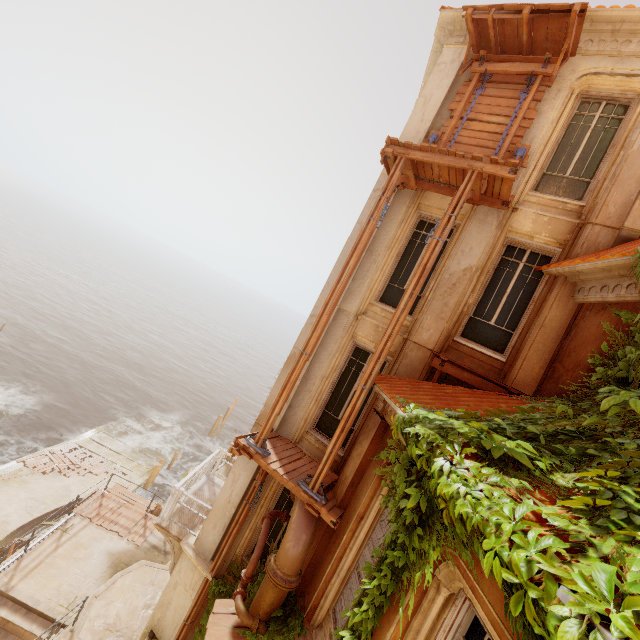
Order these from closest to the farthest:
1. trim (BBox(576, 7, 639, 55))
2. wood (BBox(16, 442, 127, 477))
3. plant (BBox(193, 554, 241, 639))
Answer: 1. trim (BBox(576, 7, 639, 55))
2. plant (BBox(193, 554, 241, 639))
3. wood (BBox(16, 442, 127, 477))

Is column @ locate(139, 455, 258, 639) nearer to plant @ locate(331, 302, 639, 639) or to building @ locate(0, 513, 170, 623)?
plant @ locate(331, 302, 639, 639)

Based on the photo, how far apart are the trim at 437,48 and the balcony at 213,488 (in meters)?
15.39

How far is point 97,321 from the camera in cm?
5903

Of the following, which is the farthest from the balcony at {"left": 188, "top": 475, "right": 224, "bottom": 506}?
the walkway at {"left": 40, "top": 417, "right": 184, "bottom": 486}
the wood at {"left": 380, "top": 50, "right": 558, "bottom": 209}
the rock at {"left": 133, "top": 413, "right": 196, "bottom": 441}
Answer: the rock at {"left": 133, "top": 413, "right": 196, "bottom": 441}

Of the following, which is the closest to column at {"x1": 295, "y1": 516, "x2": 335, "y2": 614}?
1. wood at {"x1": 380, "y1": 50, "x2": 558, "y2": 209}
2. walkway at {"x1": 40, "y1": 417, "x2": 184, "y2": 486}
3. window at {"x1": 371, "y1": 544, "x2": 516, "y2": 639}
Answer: window at {"x1": 371, "y1": 544, "x2": 516, "y2": 639}

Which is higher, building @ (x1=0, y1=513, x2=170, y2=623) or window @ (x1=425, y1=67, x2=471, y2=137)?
window @ (x1=425, y1=67, x2=471, y2=137)

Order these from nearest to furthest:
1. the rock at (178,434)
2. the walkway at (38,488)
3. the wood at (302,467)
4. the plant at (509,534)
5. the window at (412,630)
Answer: the plant at (509,534) → the window at (412,630) → the wood at (302,467) → the walkway at (38,488) → the rock at (178,434)
